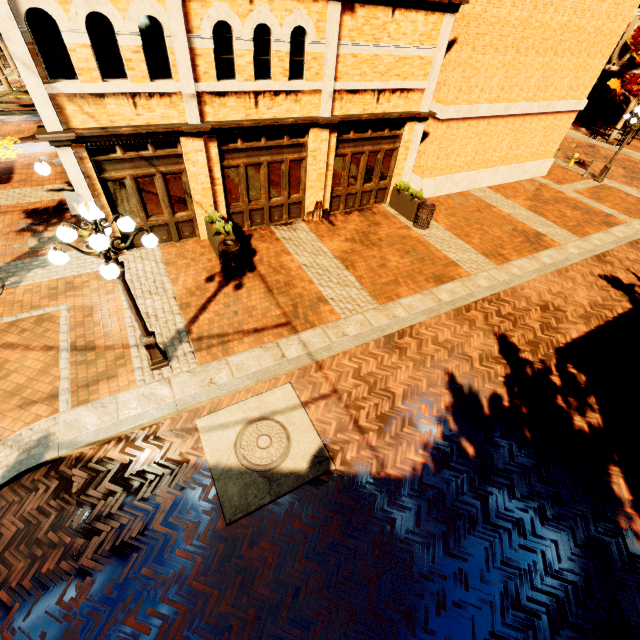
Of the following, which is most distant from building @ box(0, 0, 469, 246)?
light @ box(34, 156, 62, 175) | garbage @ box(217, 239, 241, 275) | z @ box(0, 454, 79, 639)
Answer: z @ box(0, 454, 79, 639)

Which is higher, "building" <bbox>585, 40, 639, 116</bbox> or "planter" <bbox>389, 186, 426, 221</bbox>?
"building" <bbox>585, 40, 639, 116</bbox>

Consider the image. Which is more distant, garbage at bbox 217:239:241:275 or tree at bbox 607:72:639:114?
tree at bbox 607:72:639:114

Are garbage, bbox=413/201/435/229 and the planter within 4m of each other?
yes

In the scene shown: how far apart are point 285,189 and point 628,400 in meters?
11.2 m

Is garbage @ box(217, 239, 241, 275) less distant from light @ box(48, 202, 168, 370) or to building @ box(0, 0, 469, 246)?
building @ box(0, 0, 469, 246)

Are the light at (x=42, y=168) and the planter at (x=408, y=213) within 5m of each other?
no

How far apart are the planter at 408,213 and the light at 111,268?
9.68m
